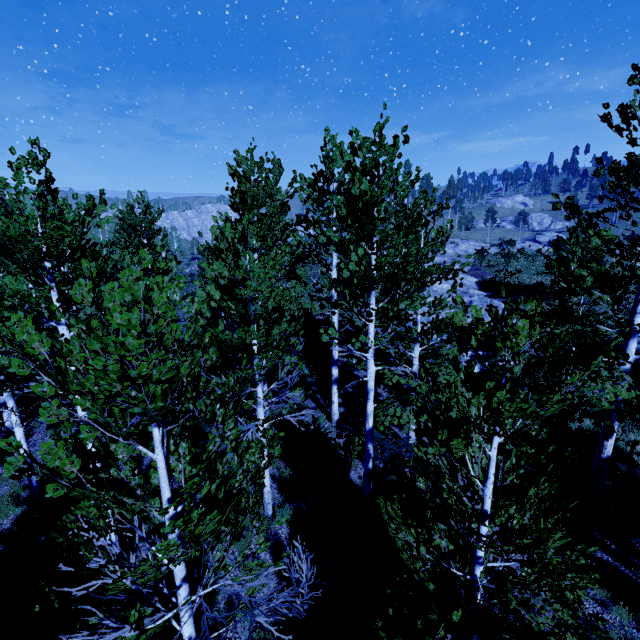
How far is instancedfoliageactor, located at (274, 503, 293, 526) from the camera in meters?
3.6 m

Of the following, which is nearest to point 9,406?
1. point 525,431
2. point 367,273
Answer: point 367,273

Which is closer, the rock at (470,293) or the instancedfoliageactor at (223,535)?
the instancedfoliageactor at (223,535)

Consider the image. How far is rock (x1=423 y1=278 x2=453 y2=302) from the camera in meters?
24.2 m

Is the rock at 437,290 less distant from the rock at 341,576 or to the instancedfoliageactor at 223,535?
the instancedfoliageactor at 223,535

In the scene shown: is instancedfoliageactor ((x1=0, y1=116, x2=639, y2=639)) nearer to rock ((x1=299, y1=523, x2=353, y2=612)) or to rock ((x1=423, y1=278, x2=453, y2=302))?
rock ((x1=299, y1=523, x2=353, y2=612))

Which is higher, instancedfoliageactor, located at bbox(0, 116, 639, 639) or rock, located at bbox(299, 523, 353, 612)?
instancedfoliageactor, located at bbox(0, 116, 639, 639)
